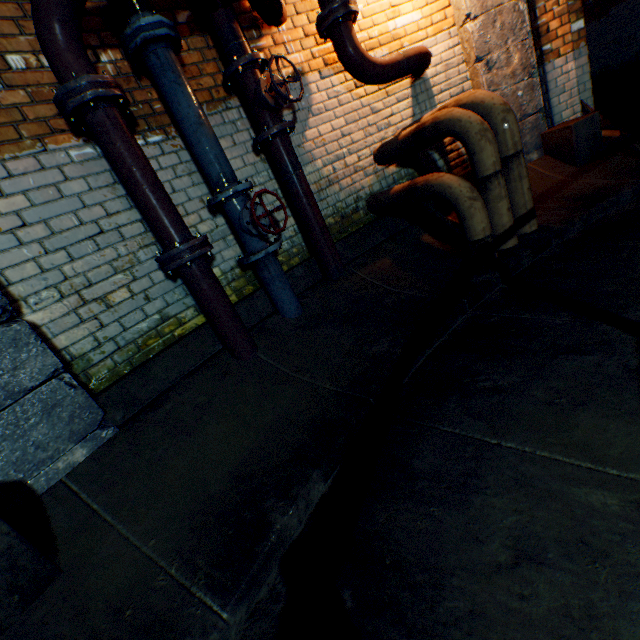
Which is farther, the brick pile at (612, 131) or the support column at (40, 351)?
the brick pile at (612, 131)

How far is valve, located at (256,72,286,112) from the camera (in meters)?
2.46

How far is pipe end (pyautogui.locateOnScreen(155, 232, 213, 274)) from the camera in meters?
2.1 m

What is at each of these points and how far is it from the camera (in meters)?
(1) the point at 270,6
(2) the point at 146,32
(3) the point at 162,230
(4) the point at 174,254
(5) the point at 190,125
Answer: (1) pipe, 2.59
(2) pipe end, 2.02
(3) pipe, 2.12
(4) pipe end, 2.10
(5) pipe, 2.28

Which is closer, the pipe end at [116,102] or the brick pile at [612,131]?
the pipe end at [116,102]

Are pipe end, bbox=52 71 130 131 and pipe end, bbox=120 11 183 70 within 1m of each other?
yes

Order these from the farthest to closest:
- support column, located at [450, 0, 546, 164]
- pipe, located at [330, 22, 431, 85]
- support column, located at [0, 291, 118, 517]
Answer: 1. support column, located at [450, 0, 546, 164]
2. pipe, located at [330, 22, 431, 85]
3. support column, located at [0, 291, 118, 517]

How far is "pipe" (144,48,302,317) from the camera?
2.19m
